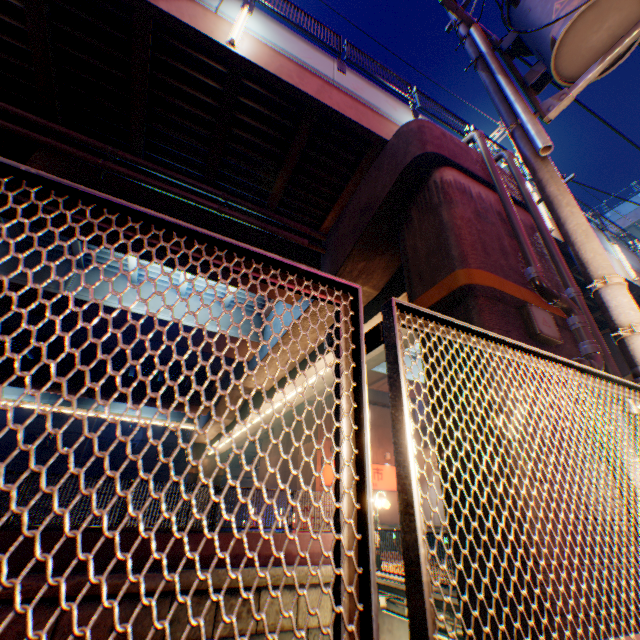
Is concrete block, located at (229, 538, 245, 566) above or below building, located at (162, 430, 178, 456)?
below

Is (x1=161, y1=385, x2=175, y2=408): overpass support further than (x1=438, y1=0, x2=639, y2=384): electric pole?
Yes

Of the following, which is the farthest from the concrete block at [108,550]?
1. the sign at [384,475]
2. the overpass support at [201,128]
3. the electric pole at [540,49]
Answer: the electric pole at [540,49]

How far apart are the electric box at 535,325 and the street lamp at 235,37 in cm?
715

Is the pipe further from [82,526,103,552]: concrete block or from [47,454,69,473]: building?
[47,454,69,473]: building

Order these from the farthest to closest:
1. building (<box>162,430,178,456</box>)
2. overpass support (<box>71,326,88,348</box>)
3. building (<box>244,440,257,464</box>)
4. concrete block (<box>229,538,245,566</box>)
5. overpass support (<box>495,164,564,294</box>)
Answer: building (<box>244,440,257,464</box>) → building (<box>162,430,178,456</box>) → overpass support (<box>71,326,88,348</box>) → concrete block (<box>229,538,245,566</box>) → overpass support (<box>495,164,564,294</box>)

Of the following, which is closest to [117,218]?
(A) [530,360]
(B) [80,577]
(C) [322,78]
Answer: (A) [530,360]

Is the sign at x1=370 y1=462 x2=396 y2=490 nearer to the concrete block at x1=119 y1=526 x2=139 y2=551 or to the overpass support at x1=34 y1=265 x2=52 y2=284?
the overpass support at x1=34 y1=265 x2=52 y2=284
